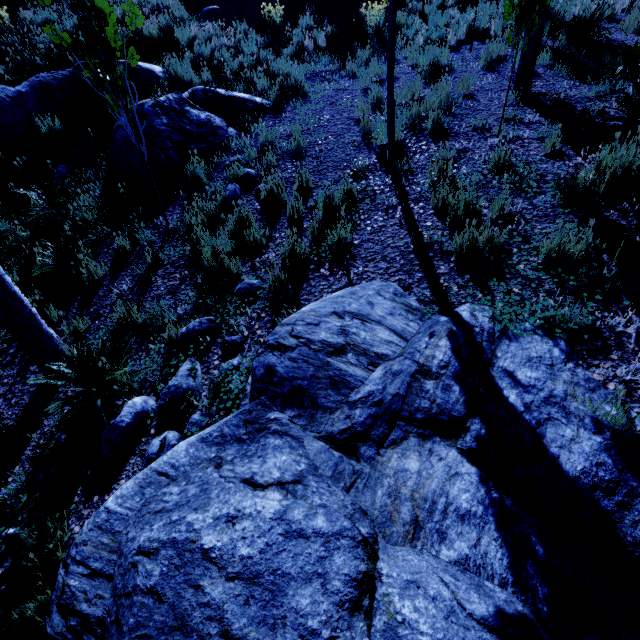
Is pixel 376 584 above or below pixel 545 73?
below

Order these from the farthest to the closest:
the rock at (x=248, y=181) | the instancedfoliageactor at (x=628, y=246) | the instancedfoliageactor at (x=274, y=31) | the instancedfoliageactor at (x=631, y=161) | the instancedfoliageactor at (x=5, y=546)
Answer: the instancedfoliageactor at (x=274, y=31) < the rock at (x=248, y=181) < the instancedfoliageactor at (x=631, y=161) < the instancedfoliageactor at (x=628, y=246) < the instancedfoliageactor at (x=5, y=546)

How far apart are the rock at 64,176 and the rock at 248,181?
3.3 meters

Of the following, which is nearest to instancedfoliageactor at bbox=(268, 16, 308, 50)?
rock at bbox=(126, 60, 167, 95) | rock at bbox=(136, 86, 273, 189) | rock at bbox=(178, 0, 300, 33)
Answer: rock at bbox=(136, 86, 273, 189)

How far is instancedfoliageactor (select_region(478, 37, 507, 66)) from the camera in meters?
7.2 m

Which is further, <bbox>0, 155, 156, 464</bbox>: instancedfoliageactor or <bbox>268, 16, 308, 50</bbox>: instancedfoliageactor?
<bbox>268, 16, 308, 50</bbox>: instancedfoliageactor
